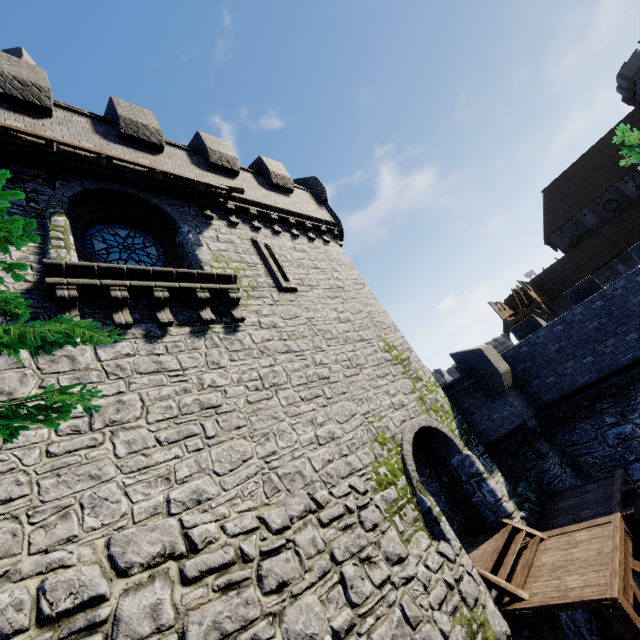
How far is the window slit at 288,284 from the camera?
10.9m

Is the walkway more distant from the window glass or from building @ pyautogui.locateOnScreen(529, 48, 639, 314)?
the window glass

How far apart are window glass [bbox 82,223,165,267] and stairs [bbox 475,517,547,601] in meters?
11.5 m

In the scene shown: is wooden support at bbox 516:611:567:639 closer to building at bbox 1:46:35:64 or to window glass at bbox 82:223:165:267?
window glass at bbox 82:223:165:267

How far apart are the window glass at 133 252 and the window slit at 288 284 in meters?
2.8

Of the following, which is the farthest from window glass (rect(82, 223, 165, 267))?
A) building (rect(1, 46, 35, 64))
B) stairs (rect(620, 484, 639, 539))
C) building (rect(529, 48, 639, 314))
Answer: building (rect(529, 48, 639, 314))

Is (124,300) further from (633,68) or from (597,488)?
(633,68)

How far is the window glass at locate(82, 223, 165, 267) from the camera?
8.66m
